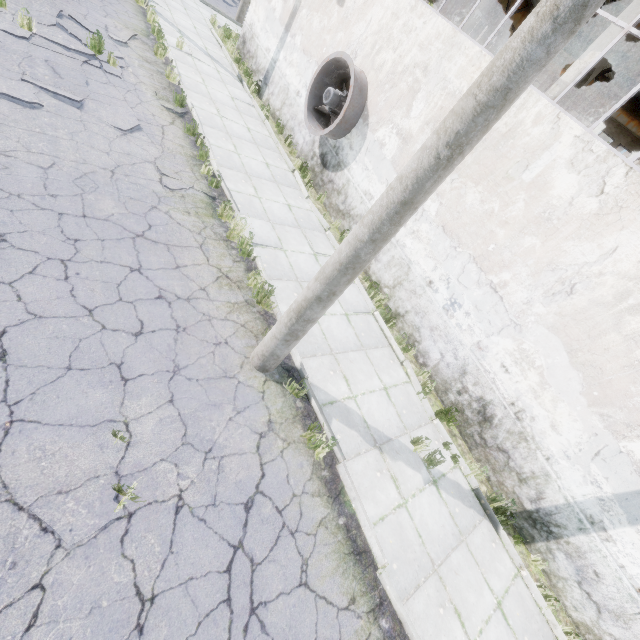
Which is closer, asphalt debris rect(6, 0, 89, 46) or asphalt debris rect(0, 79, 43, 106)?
asphalt debris rect(0, 79, 43, 106)

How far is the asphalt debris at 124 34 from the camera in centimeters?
958cm

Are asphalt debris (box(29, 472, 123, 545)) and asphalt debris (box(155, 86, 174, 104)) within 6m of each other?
no

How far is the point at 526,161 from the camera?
6.4m

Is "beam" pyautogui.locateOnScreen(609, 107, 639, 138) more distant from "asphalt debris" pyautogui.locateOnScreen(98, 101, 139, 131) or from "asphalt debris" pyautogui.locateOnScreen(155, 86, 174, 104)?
"asphalt debris" pyautogui.locateOnScreen(98, 101, 139, 131)

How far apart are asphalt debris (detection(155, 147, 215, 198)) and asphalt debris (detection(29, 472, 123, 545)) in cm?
576

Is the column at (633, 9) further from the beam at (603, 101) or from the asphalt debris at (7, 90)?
the beam at (603, 101)

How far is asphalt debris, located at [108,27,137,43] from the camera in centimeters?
958cm
